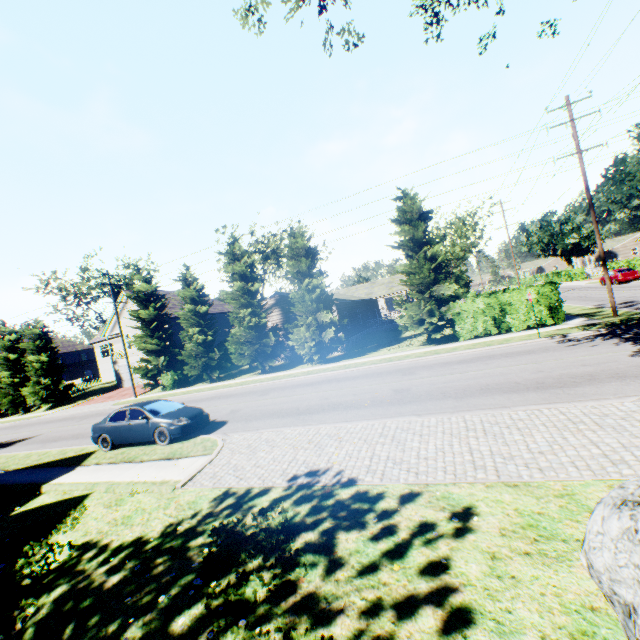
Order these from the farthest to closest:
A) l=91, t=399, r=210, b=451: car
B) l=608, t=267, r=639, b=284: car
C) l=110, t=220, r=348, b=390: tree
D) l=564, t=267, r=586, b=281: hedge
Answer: l=564, t=267, r=586, b=281: hedge, l=608, t=267, r=639, b=284: car, l=110, t=220, r=348, b=390: tree, l=91, t=399, r=210, b=451: car

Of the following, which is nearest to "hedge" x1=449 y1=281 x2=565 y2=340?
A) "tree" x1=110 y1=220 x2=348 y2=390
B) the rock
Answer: "tree" x1=110 y1=220 x2=348 y2=390

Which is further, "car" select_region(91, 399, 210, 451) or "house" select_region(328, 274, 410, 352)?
"house" select_region(328, 274, 410, 352)

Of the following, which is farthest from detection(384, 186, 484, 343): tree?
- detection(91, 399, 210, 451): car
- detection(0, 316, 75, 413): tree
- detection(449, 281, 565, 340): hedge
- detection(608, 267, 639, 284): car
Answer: detection(608, 267, 639, 284): car

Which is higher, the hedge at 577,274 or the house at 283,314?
the house at 283,314

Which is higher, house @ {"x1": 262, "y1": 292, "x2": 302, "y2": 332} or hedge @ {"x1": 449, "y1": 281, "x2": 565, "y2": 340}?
house @ {"x1": 262, "y1": 292, "x2": 302, "y2": 332}

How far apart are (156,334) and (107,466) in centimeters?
2080cm

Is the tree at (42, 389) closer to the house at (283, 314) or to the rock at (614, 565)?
the house at (283, 314)
